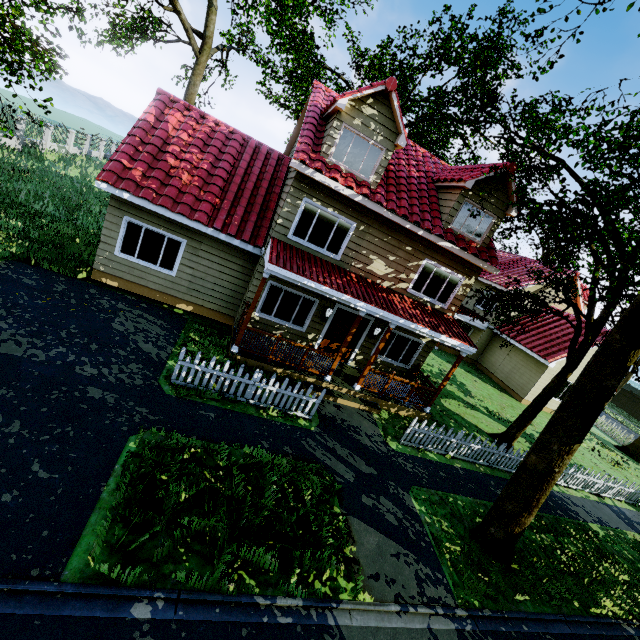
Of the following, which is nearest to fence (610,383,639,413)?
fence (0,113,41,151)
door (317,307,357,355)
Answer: door (317,307,357,355)

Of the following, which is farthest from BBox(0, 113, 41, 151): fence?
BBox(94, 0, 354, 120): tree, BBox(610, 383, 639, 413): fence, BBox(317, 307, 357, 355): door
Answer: BBox(610, 383, 639, 413): fence

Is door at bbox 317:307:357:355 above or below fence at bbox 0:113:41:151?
above

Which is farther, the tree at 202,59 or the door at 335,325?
the tree at 202,59

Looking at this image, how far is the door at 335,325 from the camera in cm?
1234

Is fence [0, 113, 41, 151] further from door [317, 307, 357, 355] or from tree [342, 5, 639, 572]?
door [317, 307, 357, 355]

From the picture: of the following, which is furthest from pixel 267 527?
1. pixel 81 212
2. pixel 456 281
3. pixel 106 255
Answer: pixel 81 212

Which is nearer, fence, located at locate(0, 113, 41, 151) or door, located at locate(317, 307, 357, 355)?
door, located at locate(317, 307, 357, 355)
